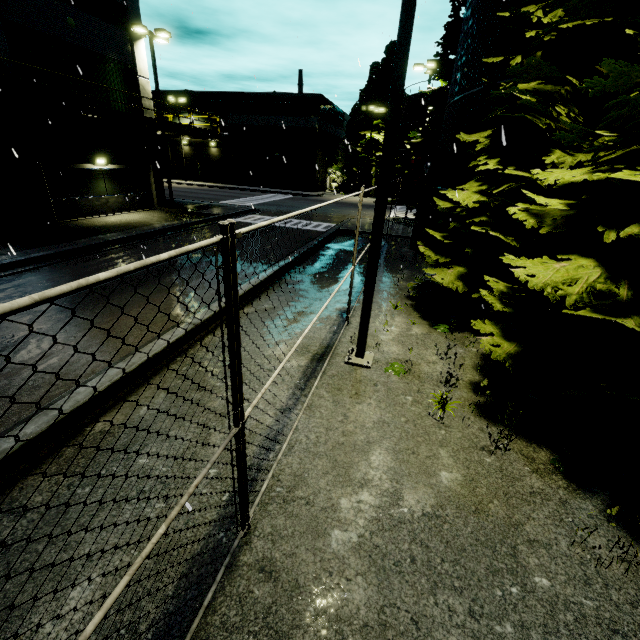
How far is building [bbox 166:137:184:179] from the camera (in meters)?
45.25

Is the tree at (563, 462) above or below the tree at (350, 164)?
below

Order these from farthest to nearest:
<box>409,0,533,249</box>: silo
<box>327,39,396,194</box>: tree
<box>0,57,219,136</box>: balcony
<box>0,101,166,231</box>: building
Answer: <box>327,39,396,194</box>: tree
<box>0,101,166,231</box>: building
<box>0,57,219,136</box>: balcony
<box>409,0,533,249</box>: silo

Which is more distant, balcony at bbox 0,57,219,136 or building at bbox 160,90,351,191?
building at bbox 160,90,351,191

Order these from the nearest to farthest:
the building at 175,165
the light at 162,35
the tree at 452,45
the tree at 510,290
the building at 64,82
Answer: the tree at 510,290
the building at 64,82
the light at 162,35
the tree at 452,45
the building at 175,165

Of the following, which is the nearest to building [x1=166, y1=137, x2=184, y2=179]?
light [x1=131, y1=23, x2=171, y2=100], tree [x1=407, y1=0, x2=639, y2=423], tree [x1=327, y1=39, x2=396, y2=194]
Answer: light [x1=131, y1=23, x2=171, y2=100]

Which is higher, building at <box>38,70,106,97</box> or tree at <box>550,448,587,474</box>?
building at <box>38,70,106,97</box>

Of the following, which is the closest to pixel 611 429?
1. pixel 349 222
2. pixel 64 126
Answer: pixel 349 222
